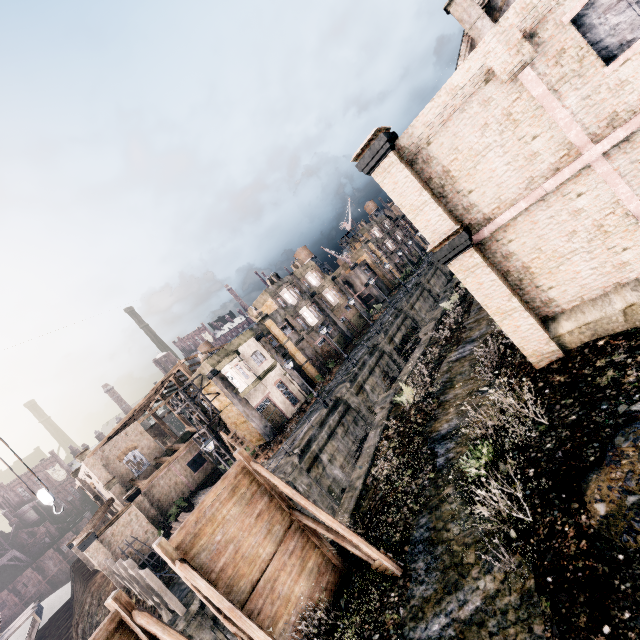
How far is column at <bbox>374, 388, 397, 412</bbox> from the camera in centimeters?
2002cm

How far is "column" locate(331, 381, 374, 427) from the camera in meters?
28.6 m

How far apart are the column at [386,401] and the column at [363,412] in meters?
6.8

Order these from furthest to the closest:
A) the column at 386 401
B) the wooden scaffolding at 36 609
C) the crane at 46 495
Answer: the column at 386 401, the wooden scaffolding at 36 609, the crane at 46 495

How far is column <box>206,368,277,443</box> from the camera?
32.8m

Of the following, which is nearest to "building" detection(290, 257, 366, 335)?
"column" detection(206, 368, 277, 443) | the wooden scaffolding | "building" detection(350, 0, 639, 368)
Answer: "column" detection(206, 368, 277, 443)

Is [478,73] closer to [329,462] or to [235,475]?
[235,475]

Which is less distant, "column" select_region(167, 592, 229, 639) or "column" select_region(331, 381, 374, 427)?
"column" select_region(167, 592, 229, 639)
